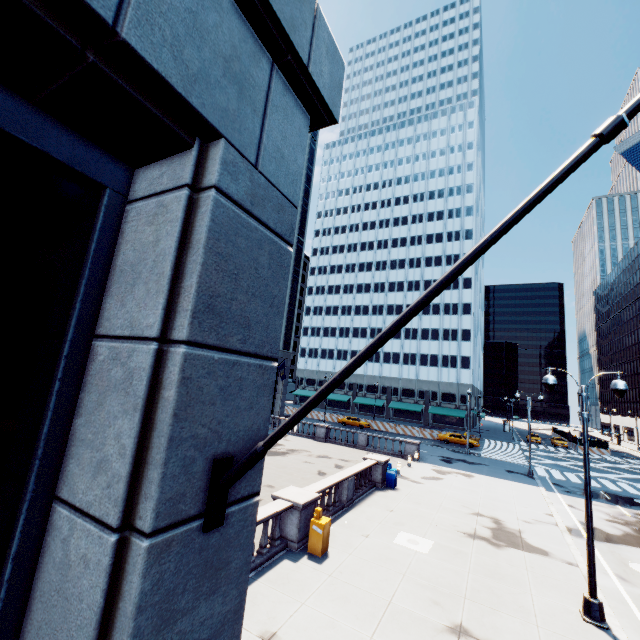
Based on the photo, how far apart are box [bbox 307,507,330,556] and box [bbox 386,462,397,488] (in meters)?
9.74

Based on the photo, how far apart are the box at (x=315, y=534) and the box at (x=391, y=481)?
9.7m

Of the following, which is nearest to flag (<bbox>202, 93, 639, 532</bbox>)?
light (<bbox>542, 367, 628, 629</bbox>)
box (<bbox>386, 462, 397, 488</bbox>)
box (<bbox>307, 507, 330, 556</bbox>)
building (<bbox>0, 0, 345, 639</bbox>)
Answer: building (<bbox>0, 0, 345, 639</bbox>)

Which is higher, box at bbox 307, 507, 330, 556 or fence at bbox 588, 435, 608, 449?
fence at bbox 588, 435, 608, 449

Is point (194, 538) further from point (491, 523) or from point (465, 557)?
point (491, 523)

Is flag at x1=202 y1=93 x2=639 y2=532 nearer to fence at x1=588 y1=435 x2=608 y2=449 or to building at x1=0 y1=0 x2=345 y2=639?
building at x1=0 y1=0 x2=345 y2=639

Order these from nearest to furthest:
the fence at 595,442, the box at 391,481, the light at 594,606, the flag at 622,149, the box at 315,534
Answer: the flag at 622,149, the light at 594,606, the box at 315,534, the box at 391,481, the fence at 595,442

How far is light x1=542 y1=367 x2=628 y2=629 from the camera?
9.52m
